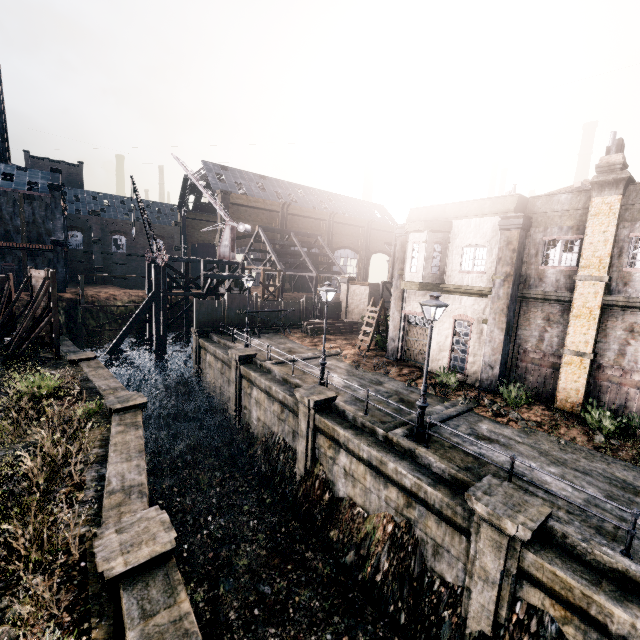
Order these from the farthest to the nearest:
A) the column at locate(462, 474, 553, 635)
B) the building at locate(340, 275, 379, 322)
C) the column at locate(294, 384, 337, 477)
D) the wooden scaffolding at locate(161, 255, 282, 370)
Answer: the building at locate(340, 275, 379, 322) → the wooden scaffolding at locate(161, 255, 282, 370) → the column at locate(294, 384, 337, 477) → the column at locate(462, 474, 553, 635)

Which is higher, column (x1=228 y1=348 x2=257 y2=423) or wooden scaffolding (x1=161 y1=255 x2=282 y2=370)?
wooden scaffolding (x1=161 y1=255 x2=282 y2=370)

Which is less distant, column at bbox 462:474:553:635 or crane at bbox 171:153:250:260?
column at bbox 462:474:553:635

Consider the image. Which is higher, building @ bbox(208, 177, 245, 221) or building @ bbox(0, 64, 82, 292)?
building @ bbox(208, 177, 245, 221)

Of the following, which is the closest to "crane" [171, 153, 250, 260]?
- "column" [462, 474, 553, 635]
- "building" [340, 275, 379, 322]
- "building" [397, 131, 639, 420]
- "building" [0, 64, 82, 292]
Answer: "building" [340, 275, 379, 322]

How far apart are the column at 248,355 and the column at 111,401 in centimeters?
680cm

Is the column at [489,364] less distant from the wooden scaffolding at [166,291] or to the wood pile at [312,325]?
the wood pile at [312,325]

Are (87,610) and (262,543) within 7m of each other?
no
